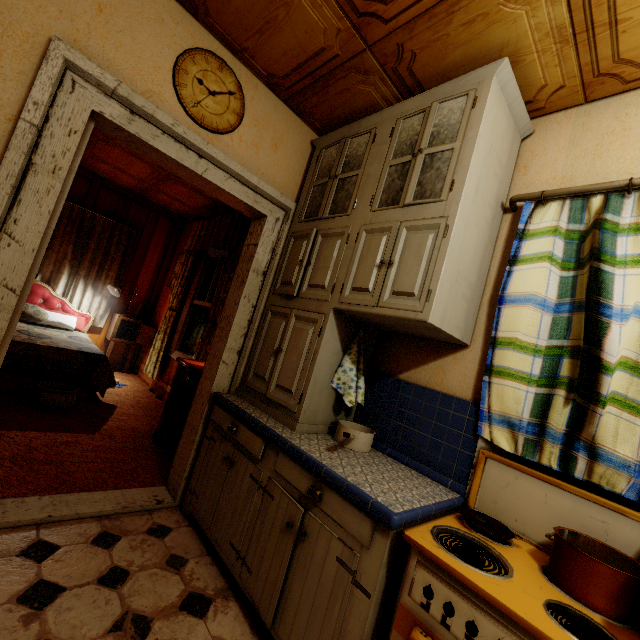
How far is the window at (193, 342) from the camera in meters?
4.2

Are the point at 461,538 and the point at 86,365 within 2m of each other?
no

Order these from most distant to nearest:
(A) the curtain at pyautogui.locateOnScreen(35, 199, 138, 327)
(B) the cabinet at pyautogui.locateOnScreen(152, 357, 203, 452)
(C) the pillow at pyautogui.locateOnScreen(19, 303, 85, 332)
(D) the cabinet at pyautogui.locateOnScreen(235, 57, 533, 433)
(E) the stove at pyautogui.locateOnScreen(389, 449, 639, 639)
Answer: (A) the curtain at pyautogui.locateOnScreen(35, 199, 138, 327) < (C) the pillow at pyautogui.locateOnScreen(19, 303, 85, 332) < (B) the cabinet at pyautogui.locateOnScreen(152, 357, 203, 452) < (D) the cabinet at pyautogui.locateOnScreen(235, 57, 533, 433) < (E) the stove at pyautogui.locateOnScreen(389, 449, 639, 639)

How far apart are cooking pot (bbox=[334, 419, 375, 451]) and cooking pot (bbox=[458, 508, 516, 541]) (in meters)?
0.57

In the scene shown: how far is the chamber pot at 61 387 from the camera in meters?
3.0

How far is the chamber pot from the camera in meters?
3.0 m

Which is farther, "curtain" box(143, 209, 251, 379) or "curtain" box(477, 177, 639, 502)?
"curtain" box(143, 209, 251, 379)

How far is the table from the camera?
5.14m
